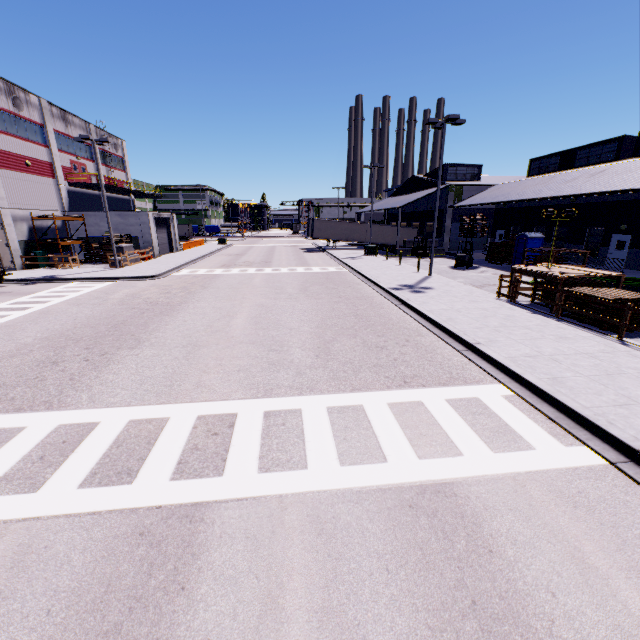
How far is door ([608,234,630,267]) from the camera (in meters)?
24.21

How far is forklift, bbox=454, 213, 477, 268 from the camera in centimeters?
2681cm

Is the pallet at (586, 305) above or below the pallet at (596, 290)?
below

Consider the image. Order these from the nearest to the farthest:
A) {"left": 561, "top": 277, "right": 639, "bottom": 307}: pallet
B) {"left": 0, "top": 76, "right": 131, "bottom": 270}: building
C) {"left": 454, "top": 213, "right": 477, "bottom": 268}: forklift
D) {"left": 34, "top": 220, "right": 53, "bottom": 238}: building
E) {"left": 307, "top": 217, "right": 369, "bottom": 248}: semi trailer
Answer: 1. {"left": 561, "top": 277, "right": 639, "bottom": 307}: pallet
2. {"left": 0, "top": 76, "right": 131, "bottom": 270}: building
3. {"left": 454, "top": 213, "right": 477, "bottom": 268}: forklift
4. {"left": 34, "top": 220, "right": 53, "bottom": 238}: building
5. {"left": 307, "top": 217, "right": 369, "bottom": 248}: semi trailer

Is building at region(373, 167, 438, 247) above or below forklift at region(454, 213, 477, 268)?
above

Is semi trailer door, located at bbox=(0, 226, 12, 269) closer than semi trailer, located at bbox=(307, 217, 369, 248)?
Yes

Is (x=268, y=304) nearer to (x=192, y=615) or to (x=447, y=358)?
(x=447, y=358)

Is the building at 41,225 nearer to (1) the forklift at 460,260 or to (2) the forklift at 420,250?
(2) the forklift at 420,250
